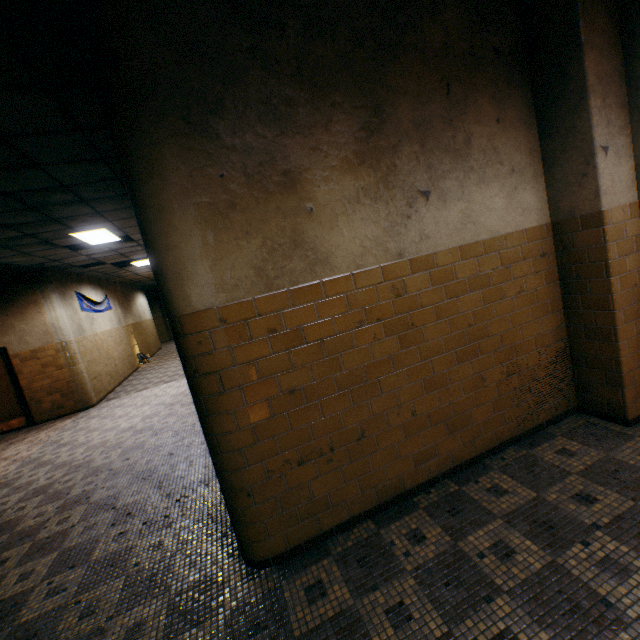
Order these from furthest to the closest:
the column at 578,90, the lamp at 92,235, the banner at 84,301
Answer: the banner at 84,301 < the lamp at 92,235 < the column at 578,90

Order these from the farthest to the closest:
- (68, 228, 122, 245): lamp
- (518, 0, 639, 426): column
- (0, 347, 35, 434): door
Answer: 1. (0, 347, 35, 434): door
2. (68, 228, 122, 245): lamp
3. (518, 0, 639, 426): column

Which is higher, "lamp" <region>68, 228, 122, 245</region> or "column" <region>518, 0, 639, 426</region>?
"lamp" <region>68, 228, 122, 245</region>

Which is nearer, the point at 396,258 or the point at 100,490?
the point at 396,258

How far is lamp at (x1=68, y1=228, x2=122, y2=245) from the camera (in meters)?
6.48

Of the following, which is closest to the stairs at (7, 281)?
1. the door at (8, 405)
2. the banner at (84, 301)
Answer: the door at (8, 405)

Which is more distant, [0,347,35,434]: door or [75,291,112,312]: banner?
[75,291,112,312]: banner

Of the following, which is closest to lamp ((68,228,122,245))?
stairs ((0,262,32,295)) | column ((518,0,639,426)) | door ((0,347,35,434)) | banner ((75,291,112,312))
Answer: stairs ((0,262,32,295))
